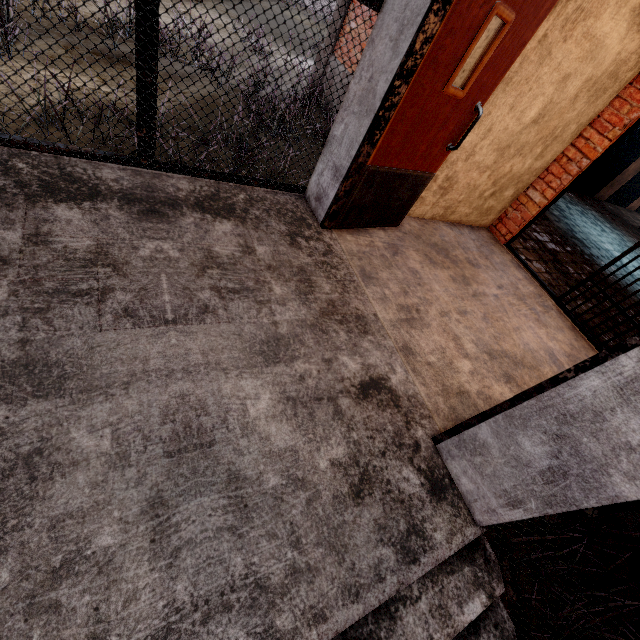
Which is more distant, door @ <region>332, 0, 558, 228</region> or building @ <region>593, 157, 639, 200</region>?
building @ <region>593, 157, 639, 200</region>

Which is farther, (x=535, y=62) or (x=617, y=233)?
(x=617, y=233)

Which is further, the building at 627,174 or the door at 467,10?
the building at 627,174
